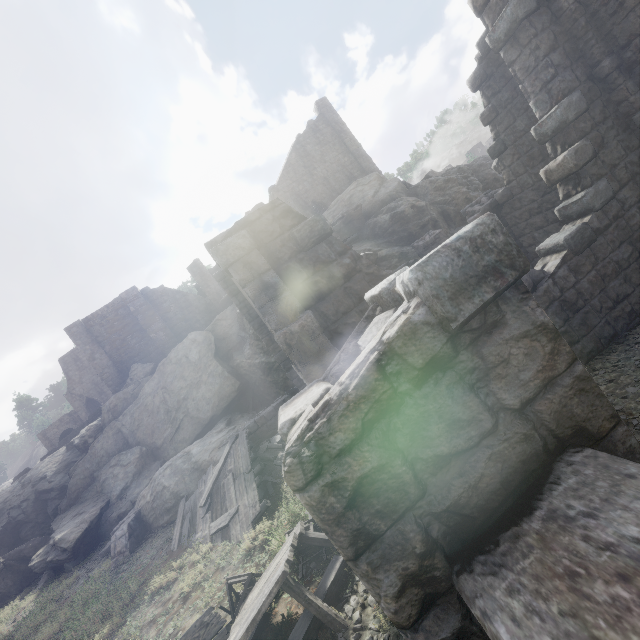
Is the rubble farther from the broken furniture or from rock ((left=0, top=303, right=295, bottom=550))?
rock ((left=0, top=303, right=295, bottom=550))

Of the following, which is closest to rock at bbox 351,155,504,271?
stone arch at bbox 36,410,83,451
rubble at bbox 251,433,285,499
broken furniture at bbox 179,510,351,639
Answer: rubble at bbox 251,433,285,499

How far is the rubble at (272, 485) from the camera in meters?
9.9 m

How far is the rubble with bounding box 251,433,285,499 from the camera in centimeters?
991cm

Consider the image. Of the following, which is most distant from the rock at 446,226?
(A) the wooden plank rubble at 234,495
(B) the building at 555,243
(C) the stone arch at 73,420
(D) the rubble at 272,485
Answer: (C) the stone arch at 73,420

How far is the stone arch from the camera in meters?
38.7 m

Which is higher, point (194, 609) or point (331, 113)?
point (331, 113)

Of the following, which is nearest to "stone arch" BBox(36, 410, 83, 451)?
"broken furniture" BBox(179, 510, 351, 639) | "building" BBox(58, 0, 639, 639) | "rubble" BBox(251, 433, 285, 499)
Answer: "building" BBox(58, 0, 639, 639)
